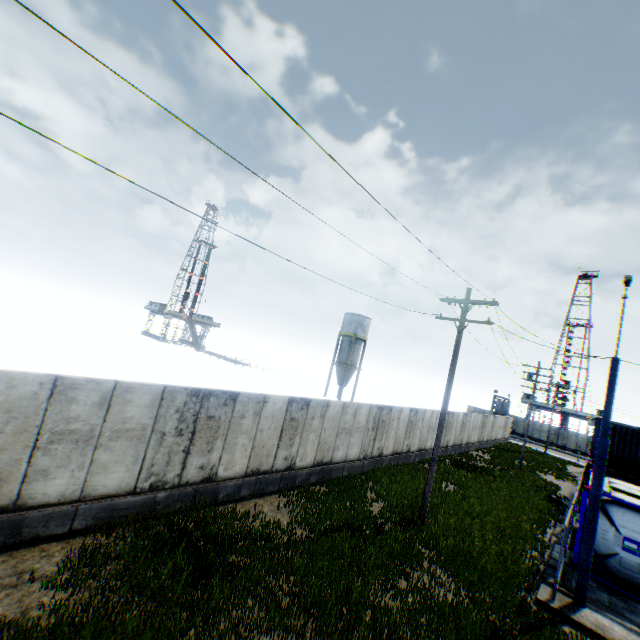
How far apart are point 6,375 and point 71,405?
1.4 meters

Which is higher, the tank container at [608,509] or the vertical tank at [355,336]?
the vertical tank at [355,336]

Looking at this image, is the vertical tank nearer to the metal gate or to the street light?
the metal gate

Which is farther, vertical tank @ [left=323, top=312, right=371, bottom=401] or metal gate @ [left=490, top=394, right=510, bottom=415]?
metal gate @ [left=490, top=394, right=510, bottom=415]

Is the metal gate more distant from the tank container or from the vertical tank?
the tank container

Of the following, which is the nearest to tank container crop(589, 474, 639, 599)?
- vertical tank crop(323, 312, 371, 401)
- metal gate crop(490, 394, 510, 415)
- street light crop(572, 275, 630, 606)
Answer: street light crop(572, 275, 630, 606)

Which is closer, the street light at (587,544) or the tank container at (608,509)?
the street light at (587,544)

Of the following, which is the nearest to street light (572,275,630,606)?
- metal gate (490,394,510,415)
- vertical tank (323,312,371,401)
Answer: vertical tank (323,312,371,401)
